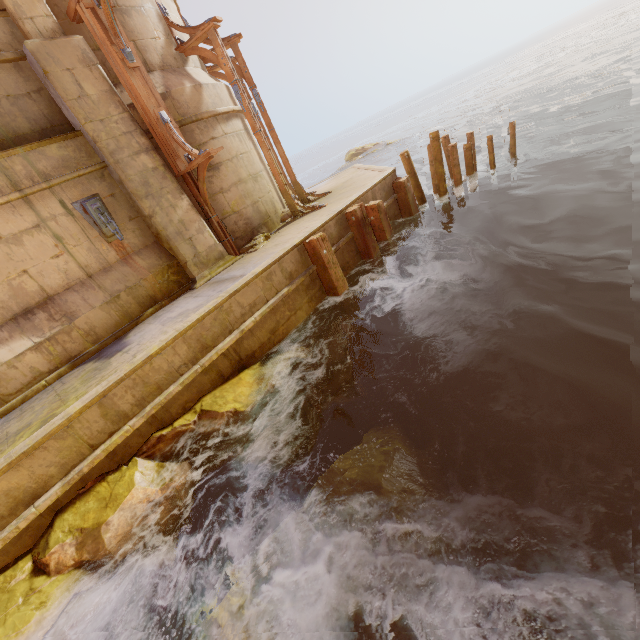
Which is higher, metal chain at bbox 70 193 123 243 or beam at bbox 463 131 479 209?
metal chain at bbox 70 193 123 243

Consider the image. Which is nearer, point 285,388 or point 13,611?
point 13,611

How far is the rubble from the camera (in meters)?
8.49

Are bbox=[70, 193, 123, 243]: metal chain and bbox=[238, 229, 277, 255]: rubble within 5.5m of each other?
yes

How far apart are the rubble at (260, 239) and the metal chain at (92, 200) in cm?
263

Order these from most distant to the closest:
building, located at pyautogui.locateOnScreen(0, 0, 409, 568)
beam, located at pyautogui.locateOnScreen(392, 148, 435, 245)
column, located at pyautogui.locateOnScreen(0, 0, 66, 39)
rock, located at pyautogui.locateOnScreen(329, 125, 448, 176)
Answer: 1. rock, located at pyautogui.locateOnScreen(329, 125, 448, 176)
2. beam, located at pyautogui.locateOnScreen(392, 148, 435, 245)
3. column, located at pyautogui.locateOnScreen(0, 0, 66, 39)
4. building, located at pyautogui.locateOnScreen(0, 0, 409, 568)

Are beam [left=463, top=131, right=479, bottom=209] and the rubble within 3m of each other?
no

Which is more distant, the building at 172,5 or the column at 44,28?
the building at 172,5
